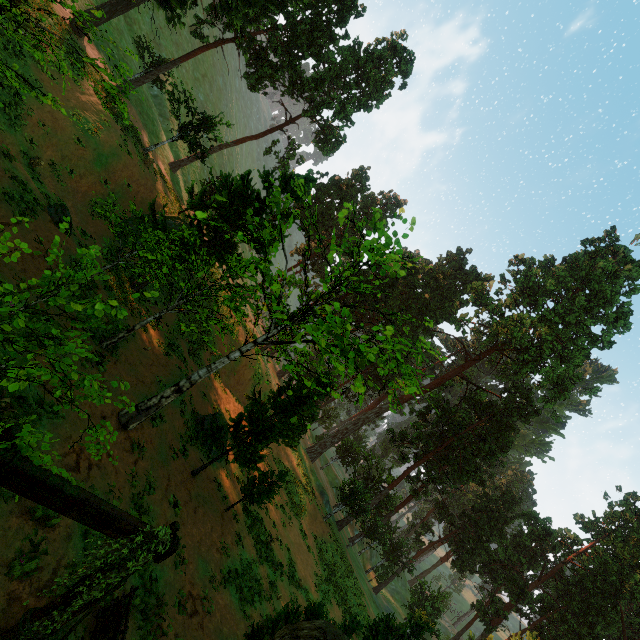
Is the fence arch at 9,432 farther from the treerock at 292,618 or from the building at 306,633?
the treerock at 292,618

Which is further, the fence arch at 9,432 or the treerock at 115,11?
the treerock at 115,11

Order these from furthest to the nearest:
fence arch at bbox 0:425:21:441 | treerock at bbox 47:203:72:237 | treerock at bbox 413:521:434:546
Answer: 1. treerock at bbox 413:521:434:546
2. fence arch at bbox 0:425:21:441
3. treerock at bbox 47:203:72:237

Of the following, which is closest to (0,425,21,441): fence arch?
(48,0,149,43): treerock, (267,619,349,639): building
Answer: (267,619,349,639): building

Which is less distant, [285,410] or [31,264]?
[31,264]

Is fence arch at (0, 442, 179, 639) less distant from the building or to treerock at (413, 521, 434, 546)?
the building

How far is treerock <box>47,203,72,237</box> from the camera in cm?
332
